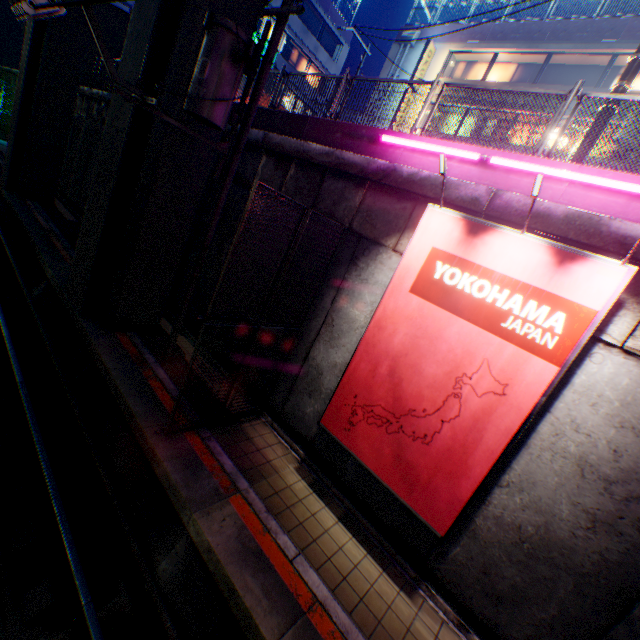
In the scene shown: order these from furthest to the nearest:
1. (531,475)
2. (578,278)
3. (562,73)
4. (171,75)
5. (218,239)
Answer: (562,73) → (218,239) → (171,75) → (531,475) → (578,278)

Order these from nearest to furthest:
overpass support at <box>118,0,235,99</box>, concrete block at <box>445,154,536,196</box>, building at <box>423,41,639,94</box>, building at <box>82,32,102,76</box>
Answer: concrete block at <box>445,154,536,196</box>
overpass support at <box>118,0,235,99</box>
building at <box>423,41,639,94</box>
building at <box>82,32,102,76</box>

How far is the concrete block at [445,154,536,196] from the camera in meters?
5.2

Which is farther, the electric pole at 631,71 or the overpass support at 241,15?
the overpass support at 241,15

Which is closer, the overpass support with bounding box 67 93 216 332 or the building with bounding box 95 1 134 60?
the overpass support with bounding box 67 93 216 332

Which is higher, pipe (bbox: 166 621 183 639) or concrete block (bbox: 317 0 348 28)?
concrete block (bbox: 317 0 348 28)

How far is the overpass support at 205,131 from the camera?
7.6m

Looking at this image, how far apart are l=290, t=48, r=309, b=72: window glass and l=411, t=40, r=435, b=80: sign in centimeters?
1301cm
